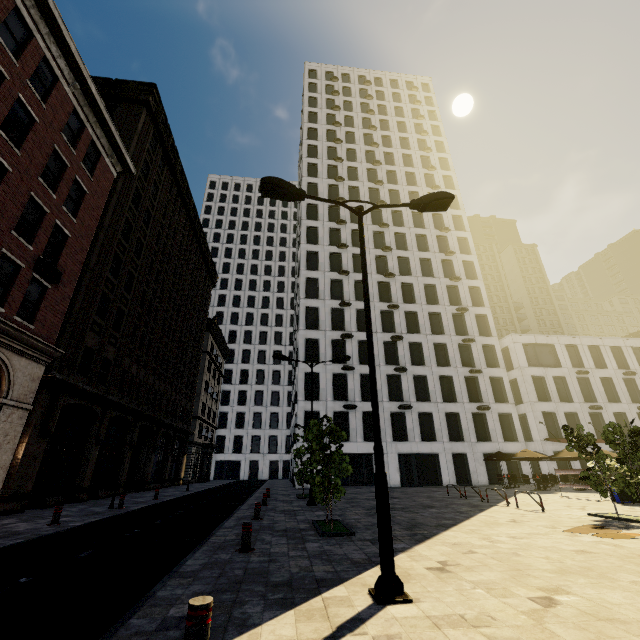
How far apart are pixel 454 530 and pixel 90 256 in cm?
2213

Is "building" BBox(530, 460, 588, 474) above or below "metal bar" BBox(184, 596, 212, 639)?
above

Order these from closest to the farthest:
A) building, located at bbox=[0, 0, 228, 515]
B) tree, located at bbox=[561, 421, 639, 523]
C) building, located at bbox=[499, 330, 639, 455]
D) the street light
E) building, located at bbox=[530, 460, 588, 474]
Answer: the street light, tree, located at bbox=[561, 421, 639, 523], building, located at bbox=[0, 0, 228, 515], building, located at bbox=[530, 460, 588, 474], building, located at bbox=[499, 330, 639, 455]

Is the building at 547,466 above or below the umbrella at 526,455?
below

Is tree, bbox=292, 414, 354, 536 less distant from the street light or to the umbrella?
the street light

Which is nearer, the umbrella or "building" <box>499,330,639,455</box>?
the umbrella

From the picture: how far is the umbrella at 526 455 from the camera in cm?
2412

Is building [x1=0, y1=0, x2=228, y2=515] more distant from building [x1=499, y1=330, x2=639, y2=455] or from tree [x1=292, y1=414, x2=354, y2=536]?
building [x1=499, y1=330, x2=639, y2=455]
